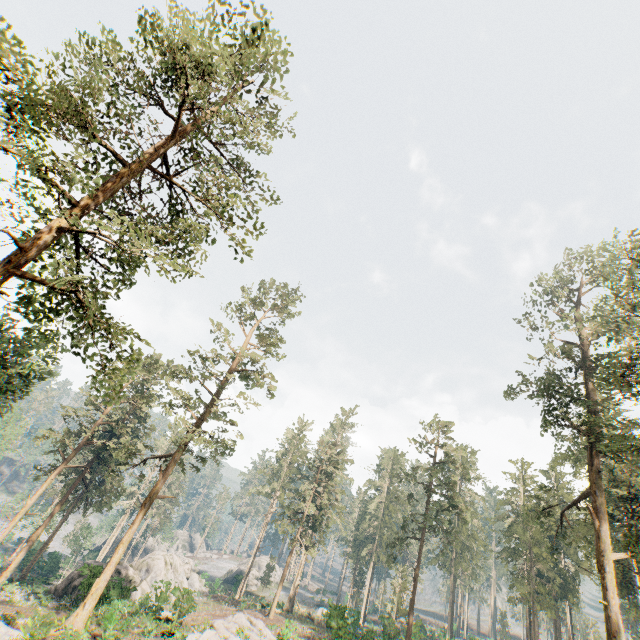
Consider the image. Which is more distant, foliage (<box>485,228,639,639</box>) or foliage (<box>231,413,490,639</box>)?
foliage (<box>231,413,490,639</box>)

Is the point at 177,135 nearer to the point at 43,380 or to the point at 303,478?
the point at 43,380

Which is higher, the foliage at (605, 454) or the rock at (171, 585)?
the foliage at (605, 454)

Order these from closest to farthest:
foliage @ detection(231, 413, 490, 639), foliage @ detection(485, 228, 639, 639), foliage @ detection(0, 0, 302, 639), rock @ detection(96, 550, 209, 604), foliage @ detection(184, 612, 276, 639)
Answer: foliage @ detection(0, 0, 302, 639) → foliage @ detection(485, 228, 639, 639) → foliage @ detection(184, 612, 276, 639) → rock @ detection(96, 550, 209, 604) → foliage @ detection(231, 413, 490, 639)

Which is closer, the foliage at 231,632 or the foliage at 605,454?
the foliage at 605,454

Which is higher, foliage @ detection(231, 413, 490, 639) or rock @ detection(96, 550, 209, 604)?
foliage @ detection(231, 413, 490, 639)

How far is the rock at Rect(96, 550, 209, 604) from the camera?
27.0m
